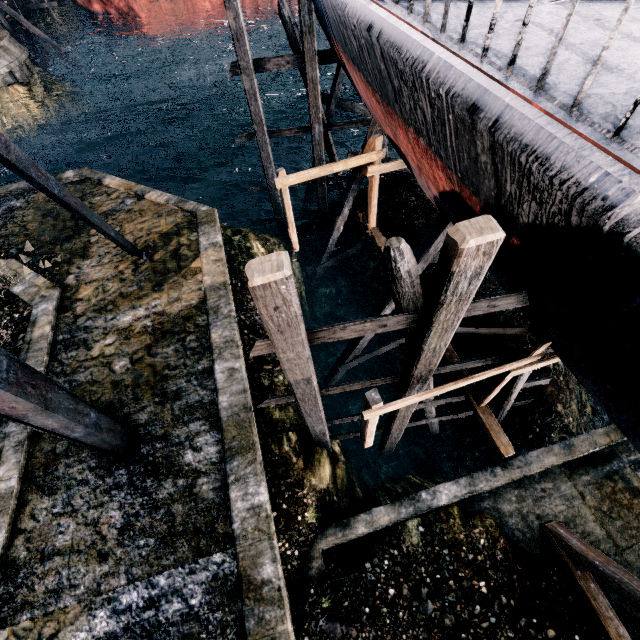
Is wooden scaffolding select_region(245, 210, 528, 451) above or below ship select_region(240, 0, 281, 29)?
above

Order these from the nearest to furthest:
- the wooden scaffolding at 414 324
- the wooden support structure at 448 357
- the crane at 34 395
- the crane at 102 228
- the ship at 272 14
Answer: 1. the wooden scaffolding at 414 324
2. the crane at 34 395
3. the crane at 102 228
4. the wooden support structure at 448 357
5. the ship at 272 14

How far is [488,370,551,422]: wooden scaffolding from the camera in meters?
9.1

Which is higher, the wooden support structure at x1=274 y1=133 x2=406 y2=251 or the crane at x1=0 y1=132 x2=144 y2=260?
the crane at x1=0 y1=132 x2=144 y2=260

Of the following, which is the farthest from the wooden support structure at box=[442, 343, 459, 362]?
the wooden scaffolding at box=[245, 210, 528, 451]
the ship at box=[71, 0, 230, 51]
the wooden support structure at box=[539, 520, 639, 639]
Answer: the ship at box=[71, 0, 230, 51]

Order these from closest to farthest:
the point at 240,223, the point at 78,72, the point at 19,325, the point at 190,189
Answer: the point at 19,325 → the point at 240,223 → the point at 190,189 → the point at 78,72

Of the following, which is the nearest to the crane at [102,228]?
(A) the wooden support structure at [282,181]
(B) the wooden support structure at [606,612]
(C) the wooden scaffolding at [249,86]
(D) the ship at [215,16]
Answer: (A) the wooden support structure at [282,181]

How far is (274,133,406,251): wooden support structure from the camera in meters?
11.9 m
